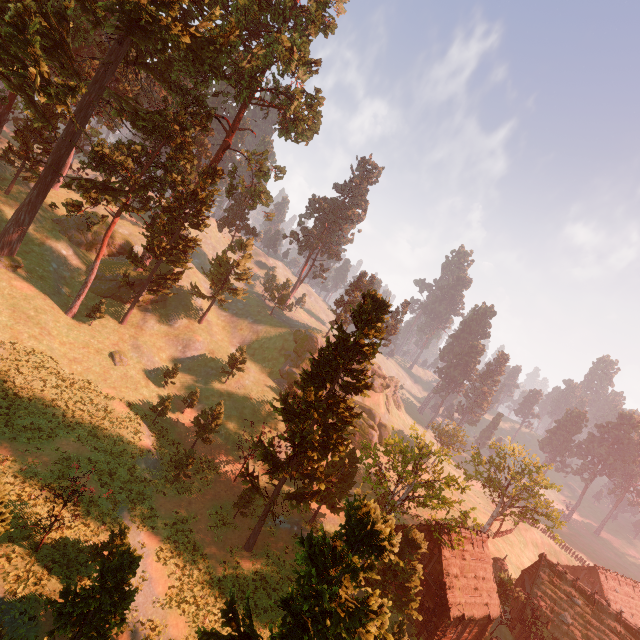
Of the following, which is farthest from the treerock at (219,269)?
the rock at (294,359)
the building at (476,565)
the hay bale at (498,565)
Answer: the hay bale at (498,565)

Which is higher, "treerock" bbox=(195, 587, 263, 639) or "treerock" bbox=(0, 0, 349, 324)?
"treerock" bbox=(0, 0, 349, 324)

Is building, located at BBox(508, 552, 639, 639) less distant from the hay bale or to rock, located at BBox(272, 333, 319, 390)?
the hay bale

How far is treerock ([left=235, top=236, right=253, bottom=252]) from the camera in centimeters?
5191cm

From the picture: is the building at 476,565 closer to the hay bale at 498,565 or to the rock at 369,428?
the hay bale at 498,565

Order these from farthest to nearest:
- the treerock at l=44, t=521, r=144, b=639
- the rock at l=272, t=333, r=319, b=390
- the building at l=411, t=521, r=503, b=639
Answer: the rock at l=272, t=333, r=319, b=390, the building at l=411, t=521, r=503, b=639, the treerock at l=44, t=521, r=144, b=639

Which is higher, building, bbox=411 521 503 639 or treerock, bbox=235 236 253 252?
treerock, bbox=235 236 253 252

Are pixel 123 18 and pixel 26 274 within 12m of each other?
no
